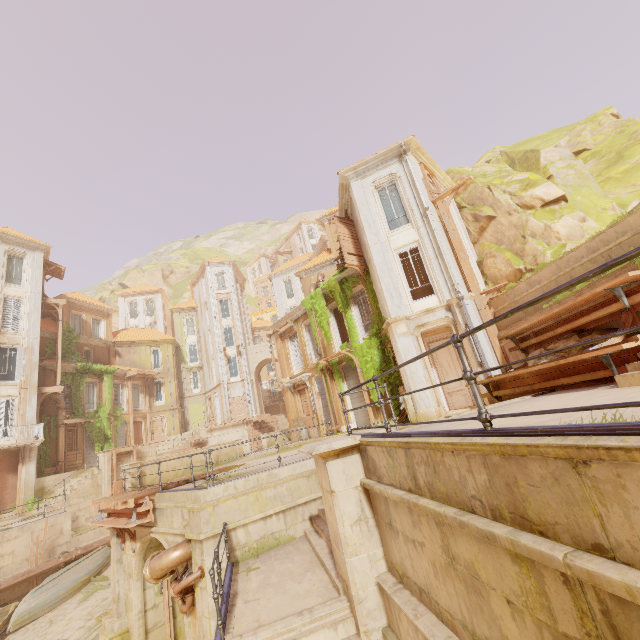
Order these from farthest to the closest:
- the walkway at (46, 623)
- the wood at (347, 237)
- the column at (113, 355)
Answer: the column at (113, 355) < the wood at (347, 237) < the walkway at (46, 623)

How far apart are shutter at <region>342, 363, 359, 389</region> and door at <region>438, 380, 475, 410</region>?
4.4 meters

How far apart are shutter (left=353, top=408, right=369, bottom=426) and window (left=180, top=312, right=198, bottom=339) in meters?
29.8 m

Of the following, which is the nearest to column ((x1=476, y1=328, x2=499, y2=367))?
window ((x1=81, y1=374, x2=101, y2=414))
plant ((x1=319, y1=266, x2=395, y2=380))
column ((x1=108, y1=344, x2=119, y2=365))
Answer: plant ((x1=319, y1=266, x2=395, y2=380))

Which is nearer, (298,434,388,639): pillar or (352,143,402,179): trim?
(298,434,388,639): pillar

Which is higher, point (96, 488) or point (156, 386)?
point (156, 386)

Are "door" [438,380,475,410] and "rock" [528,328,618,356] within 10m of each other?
yes

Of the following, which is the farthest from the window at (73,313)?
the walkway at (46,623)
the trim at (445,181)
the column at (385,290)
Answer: the trim at (445,181)
